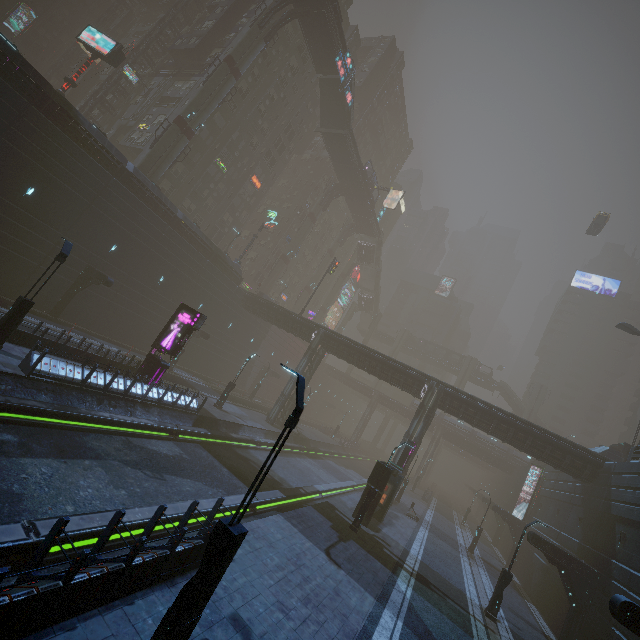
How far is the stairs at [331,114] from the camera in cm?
4244

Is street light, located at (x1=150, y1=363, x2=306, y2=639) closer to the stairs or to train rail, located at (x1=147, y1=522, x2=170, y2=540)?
train rail, located at (x1=147, y1=522, x2=170, y2=540)

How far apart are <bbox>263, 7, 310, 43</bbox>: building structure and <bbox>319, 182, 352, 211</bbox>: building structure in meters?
22.3

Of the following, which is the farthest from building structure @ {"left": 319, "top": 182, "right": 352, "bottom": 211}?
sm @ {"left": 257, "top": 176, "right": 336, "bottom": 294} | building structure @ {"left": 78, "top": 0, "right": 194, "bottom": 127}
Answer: building structure @ {"left": 78, "top": 0, "right": 194, "bottom": 127}

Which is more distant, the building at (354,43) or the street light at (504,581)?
the building at (354,43)

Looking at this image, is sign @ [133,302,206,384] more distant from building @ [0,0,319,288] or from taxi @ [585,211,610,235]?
taxi @ [585,211,610,235]

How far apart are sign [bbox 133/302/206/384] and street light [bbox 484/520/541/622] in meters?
22.3

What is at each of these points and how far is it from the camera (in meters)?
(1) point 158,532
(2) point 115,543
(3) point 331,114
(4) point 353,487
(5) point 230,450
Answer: (1) train rail, 10.35
(2) train rail, 8.98
(3) stairs, 44.84
(4) train rail, 32.97
(5) train rail, 22.88
